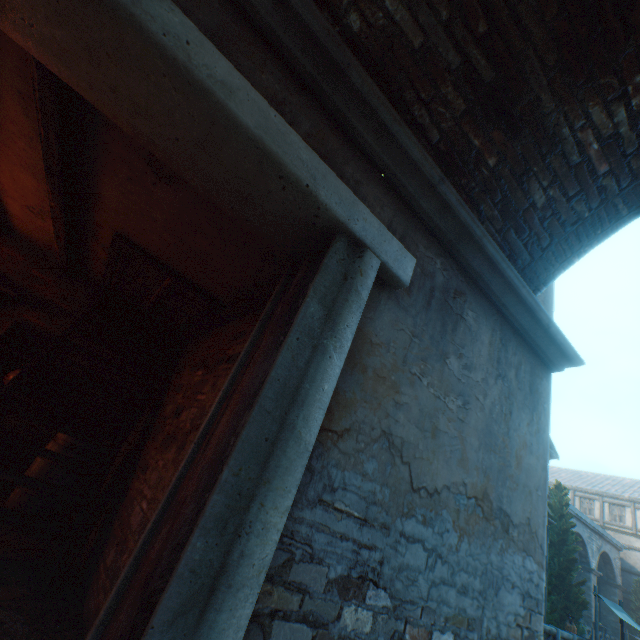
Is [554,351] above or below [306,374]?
above

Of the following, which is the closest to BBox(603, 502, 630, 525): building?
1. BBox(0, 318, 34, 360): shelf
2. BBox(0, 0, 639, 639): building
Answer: BBox(0, 0, 639, 639): building

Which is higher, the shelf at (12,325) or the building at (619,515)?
the building at (619,515)

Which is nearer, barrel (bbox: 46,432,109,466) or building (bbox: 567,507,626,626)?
barrel (bbox: 46,432,109,466)

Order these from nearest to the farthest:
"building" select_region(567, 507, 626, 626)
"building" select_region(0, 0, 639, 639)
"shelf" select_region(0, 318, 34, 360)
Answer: "building" select_region(0, 0, 639, 639) → "shelf" select_region(0, 318, 34, 360) → "building" select_region(567, 507, 626, 626)

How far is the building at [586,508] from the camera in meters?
27.3

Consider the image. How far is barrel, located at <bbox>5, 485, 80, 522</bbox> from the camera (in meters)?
3.39
